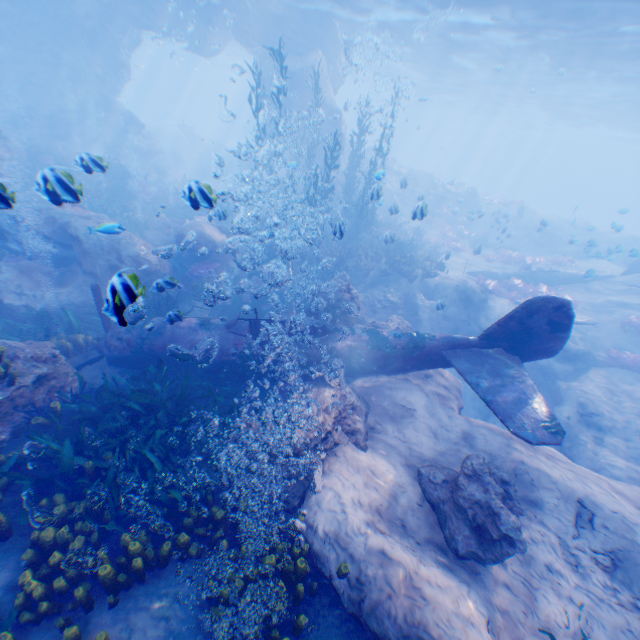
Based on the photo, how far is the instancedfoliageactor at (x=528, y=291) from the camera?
16.4 meters

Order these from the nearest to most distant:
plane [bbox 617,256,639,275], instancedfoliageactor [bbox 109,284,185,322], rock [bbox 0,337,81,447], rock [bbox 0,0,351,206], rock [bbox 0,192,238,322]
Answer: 1. instancedfoliageactor [bbox 109,284,185,322]
2. rock [bbox 0,337,81,447]
3. rock [bbox 0,192,238,322]
4. plane [bbox 617,256,639,275]
5. rock [bbox 0,0,351,206]

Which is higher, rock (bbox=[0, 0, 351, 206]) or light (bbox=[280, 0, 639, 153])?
light (bbox=[280, 0, 639, 153])

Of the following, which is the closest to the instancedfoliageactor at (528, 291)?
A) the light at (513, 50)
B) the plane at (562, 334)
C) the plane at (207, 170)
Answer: the plane at (562, 334)

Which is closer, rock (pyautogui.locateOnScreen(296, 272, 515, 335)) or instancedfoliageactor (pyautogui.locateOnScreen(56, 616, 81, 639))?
instancedfoliageactor (pyautogui.locateOnScreen(56, 616, 81, 639))

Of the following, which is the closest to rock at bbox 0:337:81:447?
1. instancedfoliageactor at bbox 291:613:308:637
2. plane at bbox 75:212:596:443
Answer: plane at bbox 75:212:596:443

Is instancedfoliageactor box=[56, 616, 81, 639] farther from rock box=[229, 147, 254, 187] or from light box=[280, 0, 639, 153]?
light box=[280, 0, 639, 153]

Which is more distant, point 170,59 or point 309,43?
point 170,59
